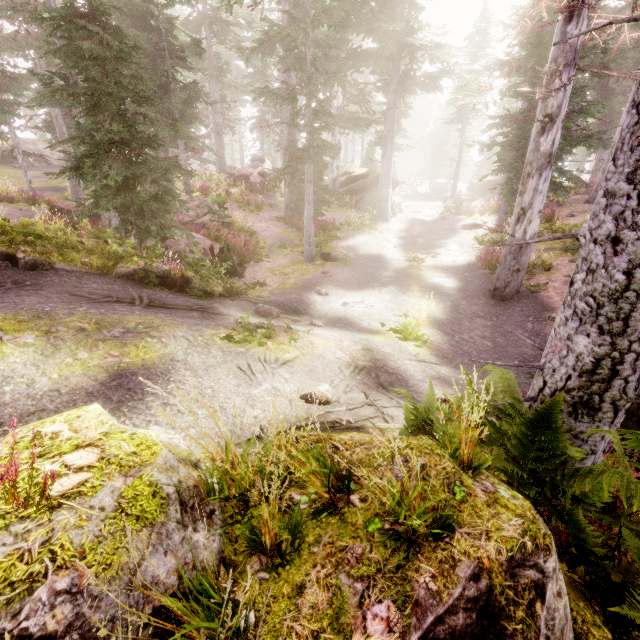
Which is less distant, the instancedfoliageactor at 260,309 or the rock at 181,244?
the instancedfoliageactor at 260,309

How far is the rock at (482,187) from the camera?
34.66m

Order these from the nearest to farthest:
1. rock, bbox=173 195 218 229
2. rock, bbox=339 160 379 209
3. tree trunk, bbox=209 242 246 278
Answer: tree trunk, bbox=209 242 246 278 → rock, bbox=173 195 218 229 → rock, bbox=339 160 379 209

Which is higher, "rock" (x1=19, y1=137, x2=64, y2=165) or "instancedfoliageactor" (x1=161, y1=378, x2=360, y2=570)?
"rock" (x1=19, y1=137, x2=64, y2=165)

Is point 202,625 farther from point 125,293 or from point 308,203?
point 308,203

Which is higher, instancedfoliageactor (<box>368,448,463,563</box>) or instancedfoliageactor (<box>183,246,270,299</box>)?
instancedfoliageactor (<box>368,448,463,563</box>)

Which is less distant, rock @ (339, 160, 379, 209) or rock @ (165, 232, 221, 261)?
rock @ (165, 232, 221, 261)

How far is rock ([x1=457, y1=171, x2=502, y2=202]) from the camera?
34.7 meters
